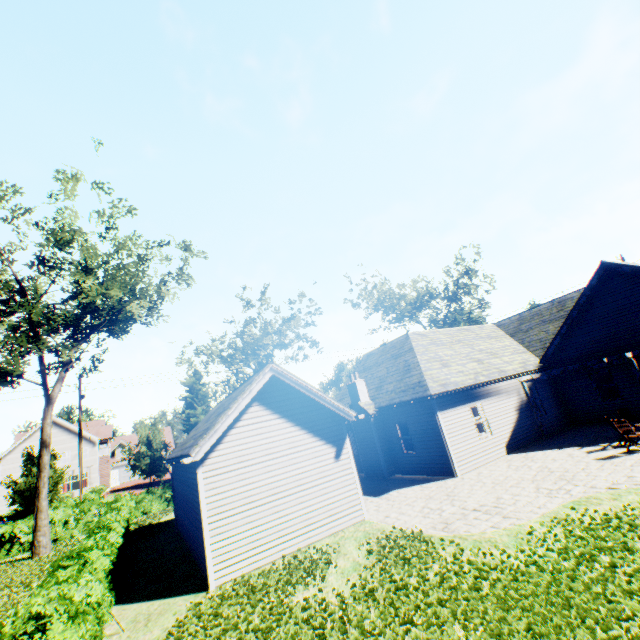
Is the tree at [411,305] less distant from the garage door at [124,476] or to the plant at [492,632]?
the plant at [492,632]

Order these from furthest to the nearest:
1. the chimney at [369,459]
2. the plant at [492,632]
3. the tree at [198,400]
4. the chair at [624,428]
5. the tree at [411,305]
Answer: the tree at [411,305]
the tree at [198,400]
the chimney at [369,459]
the chair at [624,428]
the plant at [492,632]

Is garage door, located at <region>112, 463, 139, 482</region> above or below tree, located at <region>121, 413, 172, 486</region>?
below

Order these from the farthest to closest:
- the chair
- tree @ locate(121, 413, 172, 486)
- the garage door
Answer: the garage door, tree @ locate(121, 413, 172, 486), the chair

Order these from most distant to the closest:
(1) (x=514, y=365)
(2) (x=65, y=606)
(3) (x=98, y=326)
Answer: (3) (x=98, y=326)
(1) (x=514, y=365)
(2) (x=65, y=606)

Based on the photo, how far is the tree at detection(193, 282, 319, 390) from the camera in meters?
26.6 m

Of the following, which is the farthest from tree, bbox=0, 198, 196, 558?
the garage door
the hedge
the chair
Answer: the chair
